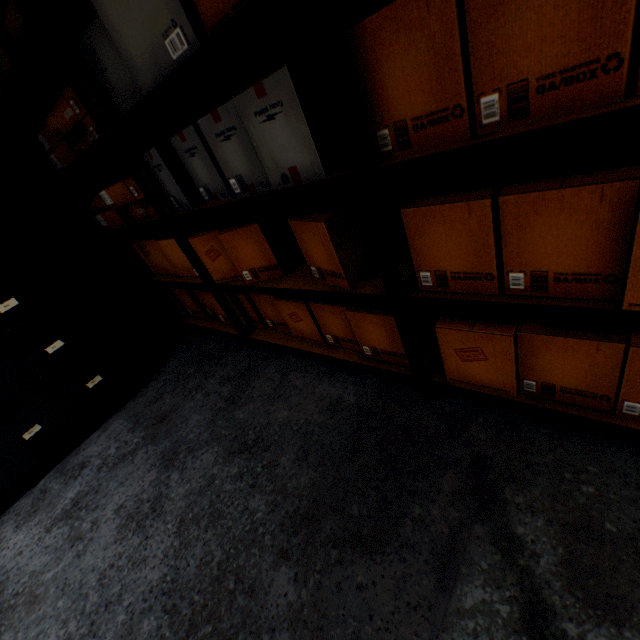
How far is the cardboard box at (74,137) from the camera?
1.5 meters

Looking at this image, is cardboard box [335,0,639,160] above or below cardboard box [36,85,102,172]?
below

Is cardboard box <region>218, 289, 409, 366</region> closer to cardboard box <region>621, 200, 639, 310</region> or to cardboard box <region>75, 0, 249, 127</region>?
cardboard box <region>621, 200, 639, 310</region>

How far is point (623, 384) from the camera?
0.9m

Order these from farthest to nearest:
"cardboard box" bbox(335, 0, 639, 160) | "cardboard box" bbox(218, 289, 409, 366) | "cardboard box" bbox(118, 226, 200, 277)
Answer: "cardboard box" bbox(118, 226, 200, 277)
"cardboard box" bbox(218, 289, 409, 366)
"cardboard box" bbox(335, 0, 639, 160)

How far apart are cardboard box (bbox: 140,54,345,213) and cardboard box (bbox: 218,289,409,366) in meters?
0.6 m

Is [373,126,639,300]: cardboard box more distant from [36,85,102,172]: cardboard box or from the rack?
[36,85,102,172]: cardboard box

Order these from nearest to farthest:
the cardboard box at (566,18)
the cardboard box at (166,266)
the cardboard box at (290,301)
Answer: the cardboard box at (566,18), the cardboard box at (290,301), the cardboard box at (166,266)
